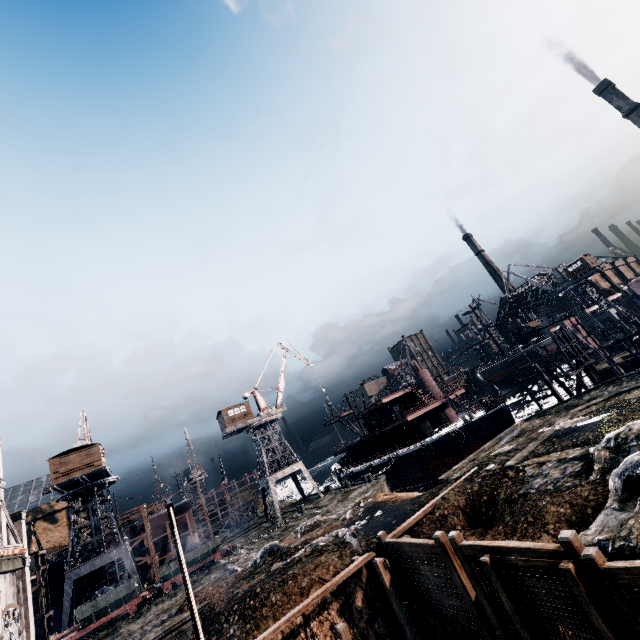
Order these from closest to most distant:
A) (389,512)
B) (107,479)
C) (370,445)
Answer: (389,512)
(107,479)
(370,445)

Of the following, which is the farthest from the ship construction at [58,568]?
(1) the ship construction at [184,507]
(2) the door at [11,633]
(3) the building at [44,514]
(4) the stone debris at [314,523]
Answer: (4) the stone debris at [314,523]

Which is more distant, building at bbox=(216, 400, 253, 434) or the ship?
building at bbox=(216, 400, 253, 434)

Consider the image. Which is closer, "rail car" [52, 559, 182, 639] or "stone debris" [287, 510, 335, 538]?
"stone debris" [287, 510, 335, 538]

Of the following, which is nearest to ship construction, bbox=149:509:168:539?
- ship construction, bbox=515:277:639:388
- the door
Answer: the door

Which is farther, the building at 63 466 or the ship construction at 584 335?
the building at 63 466

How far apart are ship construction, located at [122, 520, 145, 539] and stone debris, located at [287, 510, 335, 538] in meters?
33.0

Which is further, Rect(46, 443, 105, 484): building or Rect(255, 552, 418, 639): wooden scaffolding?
Rect(46, 443, 105, 484): building
